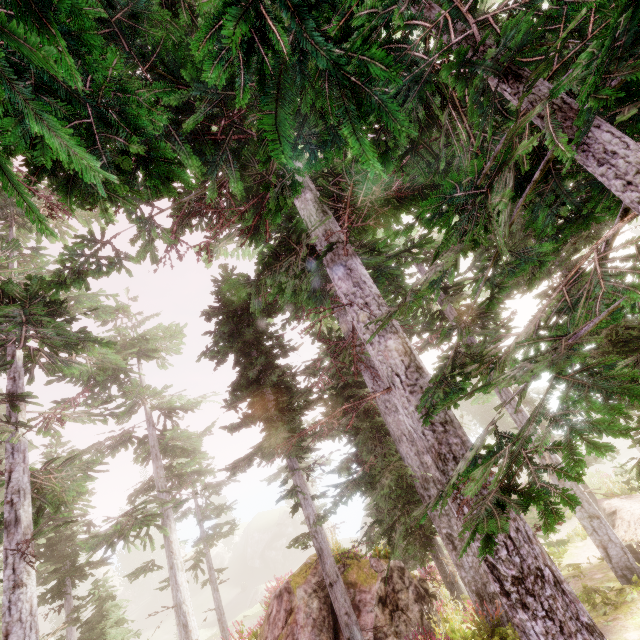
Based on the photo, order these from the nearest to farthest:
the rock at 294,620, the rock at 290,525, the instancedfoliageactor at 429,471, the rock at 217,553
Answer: the instancedfoliageactor at 429,471
the rock at 294,620
the rock at 290,525
the rock at 217,553

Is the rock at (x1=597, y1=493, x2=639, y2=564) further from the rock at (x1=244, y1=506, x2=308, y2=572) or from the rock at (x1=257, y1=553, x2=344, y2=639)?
the rock at (x1=244, y1=506, x2=308, y2=572)

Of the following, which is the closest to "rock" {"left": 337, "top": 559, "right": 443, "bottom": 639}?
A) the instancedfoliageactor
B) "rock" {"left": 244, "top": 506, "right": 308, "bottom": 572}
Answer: the instancedfoliageactor

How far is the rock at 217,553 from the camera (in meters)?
57.12

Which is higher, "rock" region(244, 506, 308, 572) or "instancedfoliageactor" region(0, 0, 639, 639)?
"instancedfoliageactor" region(0, 0, 639, 639)

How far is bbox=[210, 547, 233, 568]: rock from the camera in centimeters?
5712cm

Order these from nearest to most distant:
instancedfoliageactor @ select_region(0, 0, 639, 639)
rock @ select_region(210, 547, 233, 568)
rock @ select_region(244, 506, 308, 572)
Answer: instancedfoliageactor @ select_region(0, 0, 639, 639)
rock @ select_region(244, 506, 308, 572)
rock @ select_region(210, 547, 233, 568)

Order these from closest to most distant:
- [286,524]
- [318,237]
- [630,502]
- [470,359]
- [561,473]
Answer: [561,473]
[470,359]
[318,237]
[630,502]
[286,524]
